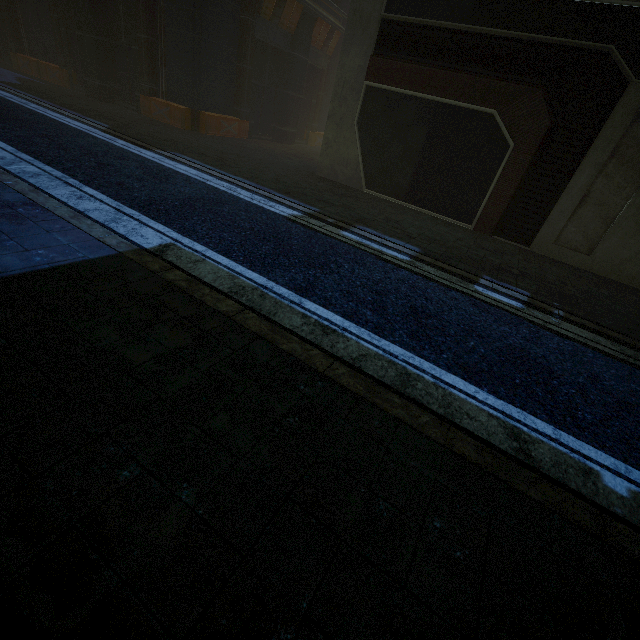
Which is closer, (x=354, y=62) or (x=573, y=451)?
(x=573, y=451)
